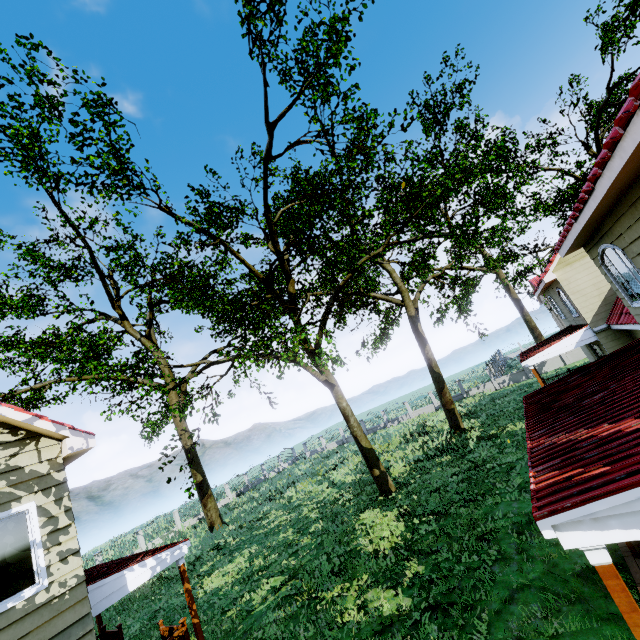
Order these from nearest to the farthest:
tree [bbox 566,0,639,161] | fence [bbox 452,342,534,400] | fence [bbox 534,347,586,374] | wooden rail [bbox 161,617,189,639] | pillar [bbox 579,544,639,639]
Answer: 1. pillar [bbox 579,544,639,639]
2. wooden rail [bbox 161,617,189,639]
3. tree [bbox 566,0,639,161]
4. fence [bbox 534,347,586,374]
5. fence [bbox 452,342,534,400]

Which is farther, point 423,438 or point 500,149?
point 500,149

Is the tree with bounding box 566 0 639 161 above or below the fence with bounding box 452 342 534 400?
above

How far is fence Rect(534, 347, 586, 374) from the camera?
29.4 meters

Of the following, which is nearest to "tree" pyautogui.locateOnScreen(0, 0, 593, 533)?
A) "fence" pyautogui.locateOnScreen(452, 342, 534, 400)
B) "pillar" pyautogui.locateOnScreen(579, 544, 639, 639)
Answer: "fence" pyautogui.locateOnScreen(452, 342, 534, 400)

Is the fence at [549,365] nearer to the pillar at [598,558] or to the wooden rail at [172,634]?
the wooden rail at [172,634]

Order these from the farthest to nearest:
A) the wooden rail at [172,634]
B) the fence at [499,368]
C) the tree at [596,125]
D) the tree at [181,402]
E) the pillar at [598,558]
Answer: the fence at [499,368], the tree at [596,125], the tree at [181,402], the wooden rail at [172,634], the pillar at [598,558]

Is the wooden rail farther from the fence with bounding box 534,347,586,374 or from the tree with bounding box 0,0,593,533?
the fence with bounding box 534,347,586,374
